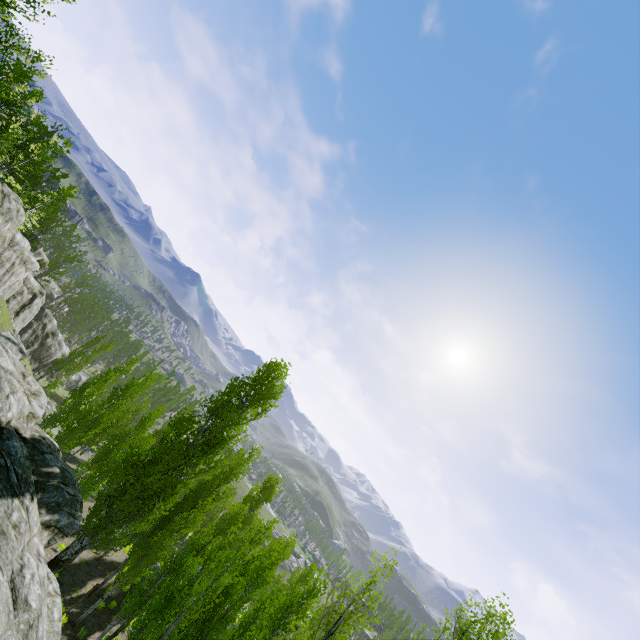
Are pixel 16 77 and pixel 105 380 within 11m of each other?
no

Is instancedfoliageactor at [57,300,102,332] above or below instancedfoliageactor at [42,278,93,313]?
below

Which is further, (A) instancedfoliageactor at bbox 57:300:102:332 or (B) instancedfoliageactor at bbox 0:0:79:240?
(A) instancedfoliageactor at bbox 57:300:102:332

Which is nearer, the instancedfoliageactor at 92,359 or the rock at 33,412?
the rock at 33,412

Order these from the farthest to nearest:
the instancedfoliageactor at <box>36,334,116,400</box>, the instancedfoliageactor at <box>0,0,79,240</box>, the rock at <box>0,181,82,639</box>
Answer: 1. the instancedfoliageactor at <box>36,334,116,400</box>
2. the instancedfoliageactor at <box>0,0,79,240</box>
3. the rock at <box>0,181,82,639</box>

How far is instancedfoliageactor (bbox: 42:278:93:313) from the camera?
53.6 meters
